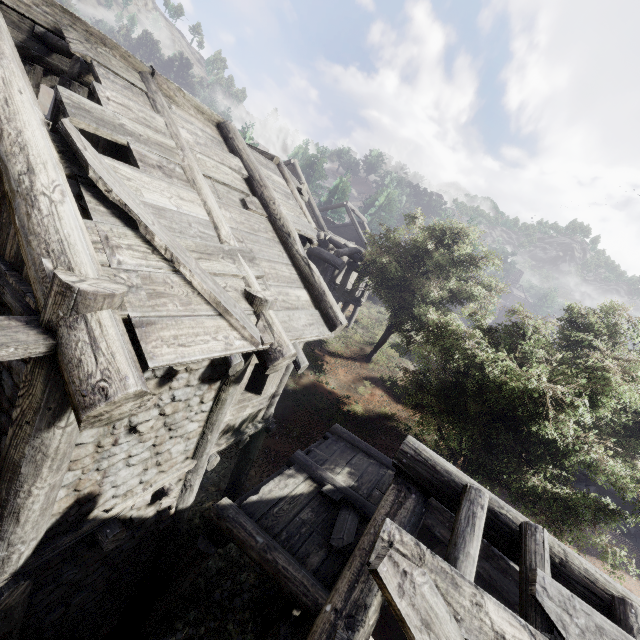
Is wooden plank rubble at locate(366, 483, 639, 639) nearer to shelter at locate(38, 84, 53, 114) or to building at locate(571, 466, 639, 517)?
building at locate(571, 466, 639, 517)

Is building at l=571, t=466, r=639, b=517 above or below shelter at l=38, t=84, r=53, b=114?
below

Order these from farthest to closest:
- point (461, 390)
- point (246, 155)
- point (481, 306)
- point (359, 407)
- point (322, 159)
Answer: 1. point (322, 159)
2. point (359, 407)
3. point (481, 306)
4. point (461, 390)
5. point (246, 155)

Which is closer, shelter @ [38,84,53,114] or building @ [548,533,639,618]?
building @ [548,533,639,618]

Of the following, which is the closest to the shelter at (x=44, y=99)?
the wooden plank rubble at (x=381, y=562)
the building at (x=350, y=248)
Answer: the building at (x=350, y=248)
